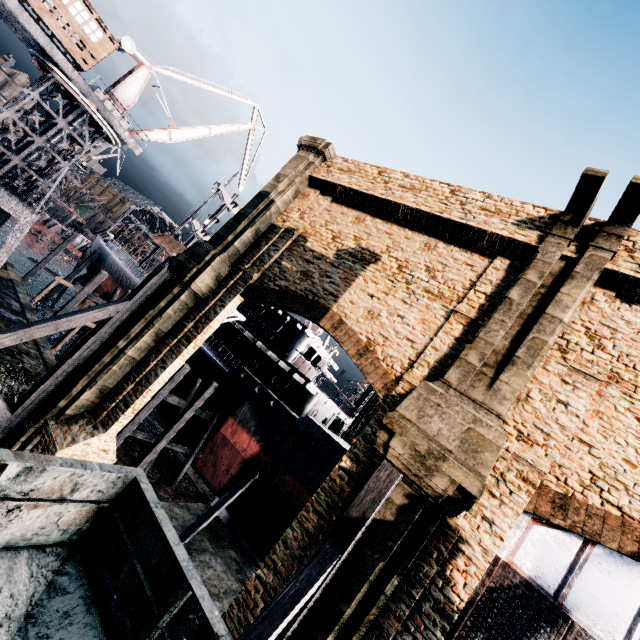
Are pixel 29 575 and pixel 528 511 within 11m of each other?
yes

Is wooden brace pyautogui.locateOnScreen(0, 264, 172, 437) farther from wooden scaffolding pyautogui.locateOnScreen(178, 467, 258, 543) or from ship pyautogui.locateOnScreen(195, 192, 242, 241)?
wooden scaffolding pyautogui.locateOnScreen(178, 467, 258, 543)

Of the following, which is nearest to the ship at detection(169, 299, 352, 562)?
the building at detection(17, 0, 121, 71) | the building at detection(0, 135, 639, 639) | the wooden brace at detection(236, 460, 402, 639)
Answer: the building at detection(0, 135, 639, 639)

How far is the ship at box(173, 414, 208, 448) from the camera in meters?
23.6 m

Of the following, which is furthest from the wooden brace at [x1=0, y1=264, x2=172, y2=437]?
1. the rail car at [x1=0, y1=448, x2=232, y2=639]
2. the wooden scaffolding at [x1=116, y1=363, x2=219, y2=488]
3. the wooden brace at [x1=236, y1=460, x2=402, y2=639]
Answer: the wooden brace at [x1=236, y1=460, x2=402, y2=639]

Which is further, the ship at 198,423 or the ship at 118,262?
the ship at 118,262

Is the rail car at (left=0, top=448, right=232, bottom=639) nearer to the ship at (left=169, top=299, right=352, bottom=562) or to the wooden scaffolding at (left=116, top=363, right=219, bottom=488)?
the wooden scaffolding at (left=116, top=363, right=219, bottom=488)

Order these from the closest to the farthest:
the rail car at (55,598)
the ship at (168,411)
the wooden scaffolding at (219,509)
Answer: the rail car at (55,598) < the wooden scaffolding at (219,509) < the ship at (168,411)
